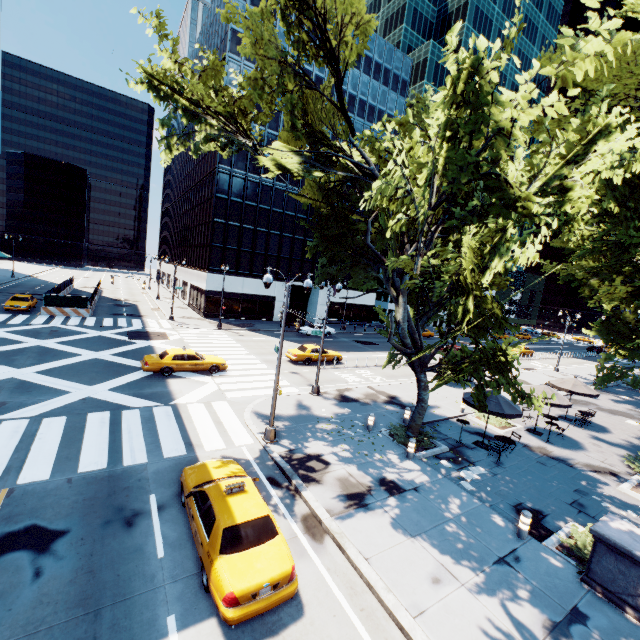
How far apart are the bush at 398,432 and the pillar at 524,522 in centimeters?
512cm

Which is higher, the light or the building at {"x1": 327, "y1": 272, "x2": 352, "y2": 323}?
the building at {"x1": 327, "y1": 272, "x2": 352, "y2": 323}

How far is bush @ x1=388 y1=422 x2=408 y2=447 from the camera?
15.4 meters

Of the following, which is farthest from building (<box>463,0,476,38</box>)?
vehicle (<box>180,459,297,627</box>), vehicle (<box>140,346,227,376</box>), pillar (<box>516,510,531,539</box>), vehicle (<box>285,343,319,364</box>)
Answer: vehicle (<box>180,459,297,627</box>)

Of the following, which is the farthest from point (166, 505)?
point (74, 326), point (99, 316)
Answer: point (99, 316)

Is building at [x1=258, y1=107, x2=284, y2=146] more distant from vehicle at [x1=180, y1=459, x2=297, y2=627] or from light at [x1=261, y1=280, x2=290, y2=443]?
vehicle at [x1=180, y1=459, x2=297, y2=627]

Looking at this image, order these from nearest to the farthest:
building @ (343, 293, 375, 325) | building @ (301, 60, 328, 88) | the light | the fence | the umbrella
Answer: the light < the umbrella < the fence < building @ (301, 60, 328, 88) < building @ (343, 293, 375, 325)

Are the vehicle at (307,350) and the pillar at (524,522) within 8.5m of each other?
no
